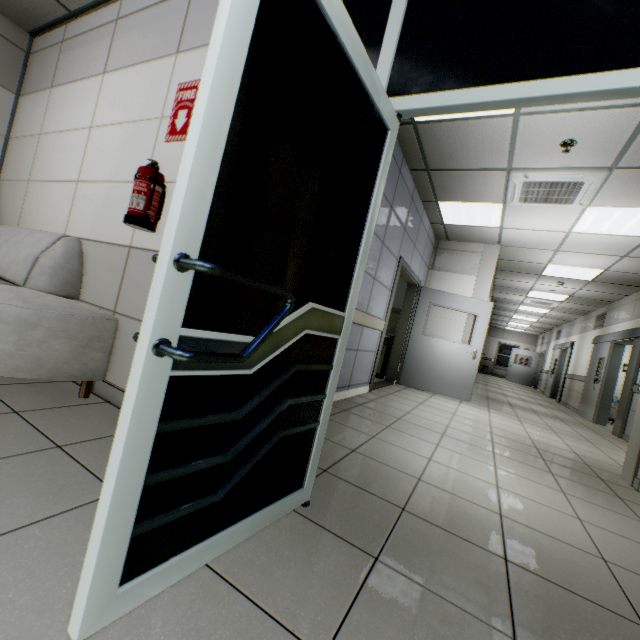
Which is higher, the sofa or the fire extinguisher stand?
the fire extinguisher stand

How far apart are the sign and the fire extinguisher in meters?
0.3 m

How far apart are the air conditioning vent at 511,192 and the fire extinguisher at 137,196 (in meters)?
3.98

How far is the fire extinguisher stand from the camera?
2.1m

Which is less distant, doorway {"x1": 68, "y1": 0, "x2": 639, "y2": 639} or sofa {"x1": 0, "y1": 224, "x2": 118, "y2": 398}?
doorway {"x1": 68, "y1": 0, "x2": 639, "y2": 639}

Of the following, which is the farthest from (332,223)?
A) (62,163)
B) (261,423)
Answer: (62,163)

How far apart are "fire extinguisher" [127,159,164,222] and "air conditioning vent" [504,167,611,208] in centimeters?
398cm

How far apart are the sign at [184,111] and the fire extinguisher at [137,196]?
0.3 meters
